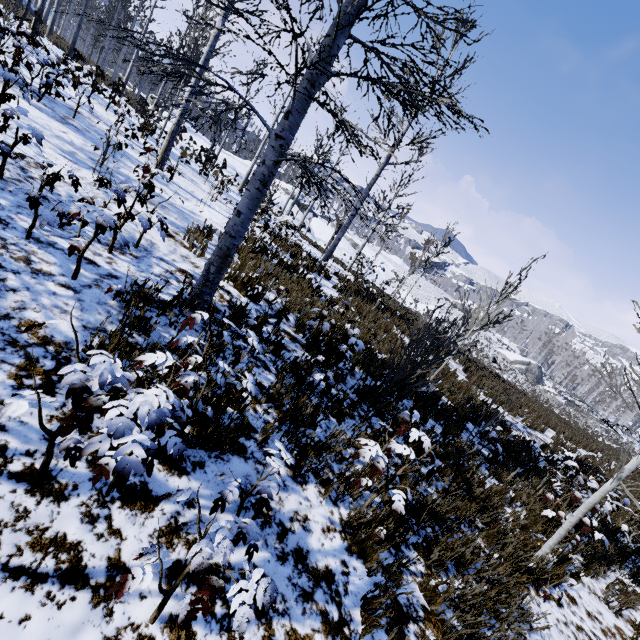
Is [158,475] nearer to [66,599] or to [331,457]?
[66,599]

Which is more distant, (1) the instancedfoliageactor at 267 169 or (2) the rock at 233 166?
(2) the rock at 233 166

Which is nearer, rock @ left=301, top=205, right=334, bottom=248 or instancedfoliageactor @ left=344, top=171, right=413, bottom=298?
instancedfoliageactor @ left=344, top=171, right=413, bottom=298

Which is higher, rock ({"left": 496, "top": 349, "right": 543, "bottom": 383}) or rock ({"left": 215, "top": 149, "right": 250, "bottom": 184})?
rock ({"left": 215, "top": 149, "right": 250, "bottom": 184})

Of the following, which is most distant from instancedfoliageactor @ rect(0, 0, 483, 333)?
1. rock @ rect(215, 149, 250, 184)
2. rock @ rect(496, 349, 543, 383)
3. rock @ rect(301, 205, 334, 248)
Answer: rock @ rect(496, 349, 543, 383)

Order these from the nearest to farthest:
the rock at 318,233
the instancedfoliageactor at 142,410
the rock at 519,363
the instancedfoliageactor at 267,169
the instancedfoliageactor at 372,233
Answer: the instancedfoliageactor at 142,410 → the instancedfoliageactor at 267,169 → the instancedfoliageactor at 372,233 → the rock at 318,233 → the rock at 519,363

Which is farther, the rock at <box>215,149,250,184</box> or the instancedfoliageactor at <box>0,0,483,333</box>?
the rock at <box>215,149,250,184</box>

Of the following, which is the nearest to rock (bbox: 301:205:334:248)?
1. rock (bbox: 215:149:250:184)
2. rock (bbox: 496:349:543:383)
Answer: rock (bbox: 215:149:250:184)
